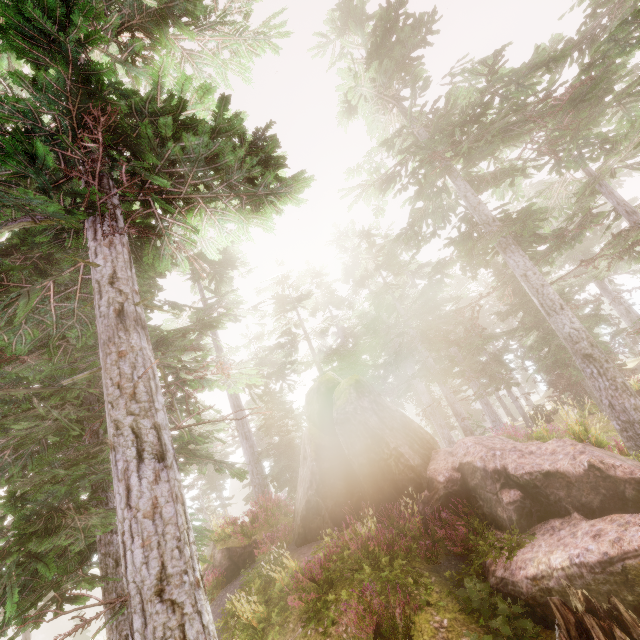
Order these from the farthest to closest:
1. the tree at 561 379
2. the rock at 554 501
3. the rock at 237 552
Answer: the tree at 561 379 < the rock at 237 552 < the rock at 554 501

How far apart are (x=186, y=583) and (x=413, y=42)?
17.6m

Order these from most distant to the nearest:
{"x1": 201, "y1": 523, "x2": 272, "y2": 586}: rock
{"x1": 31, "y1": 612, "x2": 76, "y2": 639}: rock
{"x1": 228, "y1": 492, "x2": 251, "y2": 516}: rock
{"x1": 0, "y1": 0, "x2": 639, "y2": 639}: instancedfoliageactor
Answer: {"x1": 228, "y1": 492, "x2": 251, "y2": 516}: rock, {"x1": 31, "y1": 612, "x2": 76, "y2": 639}: rock, {"x1": 201, "y1": 523, "x2": 272, "y2": 586}: rock, {"x1": 0, "y1": 0, "x2": 639, "y2": 639}: instancedfoliageactor

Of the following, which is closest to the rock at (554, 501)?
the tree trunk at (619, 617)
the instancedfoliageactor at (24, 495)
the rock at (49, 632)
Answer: the instancedfoliageactor at (24, 495)

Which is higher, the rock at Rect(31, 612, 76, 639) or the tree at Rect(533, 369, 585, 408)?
the tree at Rect(533, 369, 585, 408)

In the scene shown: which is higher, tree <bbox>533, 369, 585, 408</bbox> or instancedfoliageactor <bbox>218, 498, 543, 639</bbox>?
tree <bbox>533, 369, 585, 408</bbox>

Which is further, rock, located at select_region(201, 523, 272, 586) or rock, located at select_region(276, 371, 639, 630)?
rock, located at select_region(201, 523, 272, 586)

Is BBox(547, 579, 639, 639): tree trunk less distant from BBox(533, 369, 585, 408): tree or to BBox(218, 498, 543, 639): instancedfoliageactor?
BBox(218, 498, 543, 639): instancedfoliageactor
